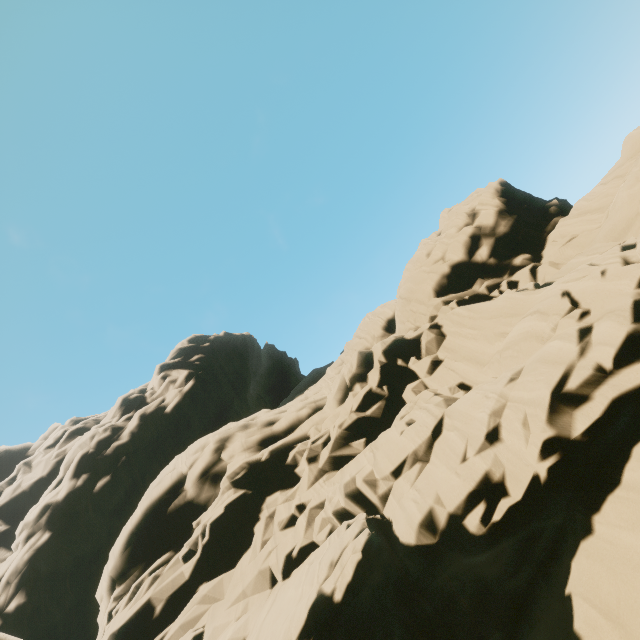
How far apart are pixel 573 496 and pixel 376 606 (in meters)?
6.81
